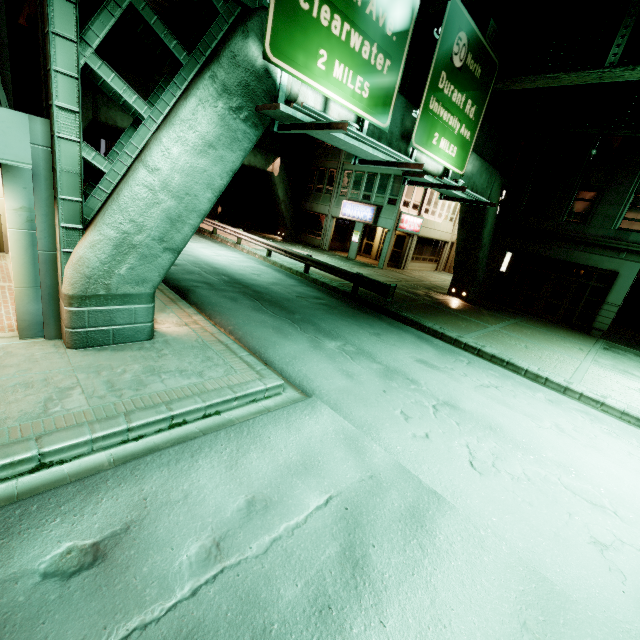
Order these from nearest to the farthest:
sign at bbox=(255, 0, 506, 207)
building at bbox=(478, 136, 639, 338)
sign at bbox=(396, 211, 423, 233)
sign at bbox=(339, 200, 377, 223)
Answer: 1. sign at bbox=(255, 0, 506, 207)
2. building at bbox=(478, 136, 639, 338)
3. sign at bbox=(396, 211, 423, 233)
4. sign at bbox=(339, 200, 377, 223)

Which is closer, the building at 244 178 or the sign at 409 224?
the sign at 409 224

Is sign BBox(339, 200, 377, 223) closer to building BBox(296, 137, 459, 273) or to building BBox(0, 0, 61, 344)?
building BBox(296, 137, 459, 273)

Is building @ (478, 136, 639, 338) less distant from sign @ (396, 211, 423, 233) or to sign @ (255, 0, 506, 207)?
sign @ (396, 211, 423, 233)

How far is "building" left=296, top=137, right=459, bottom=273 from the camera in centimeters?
2494cm

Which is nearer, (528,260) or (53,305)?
(53,305)

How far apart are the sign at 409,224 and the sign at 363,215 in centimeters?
175cm

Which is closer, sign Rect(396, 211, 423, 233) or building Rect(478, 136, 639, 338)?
building Rect(478, 136, 639, 338)
